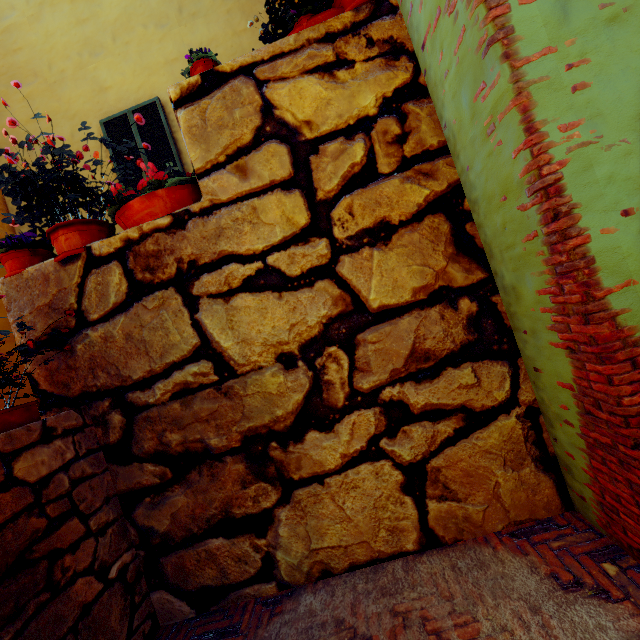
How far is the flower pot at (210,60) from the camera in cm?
266

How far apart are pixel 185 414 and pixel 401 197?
2.5 meters

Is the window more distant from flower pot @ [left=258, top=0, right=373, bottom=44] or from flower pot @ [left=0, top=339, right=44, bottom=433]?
flower pot @ [left=0, top=339, right=44, bottom=433]

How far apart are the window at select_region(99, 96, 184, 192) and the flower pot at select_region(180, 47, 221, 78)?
2.7 meters

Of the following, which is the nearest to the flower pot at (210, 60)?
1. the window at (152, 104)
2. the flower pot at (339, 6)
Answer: the flower pot at (339, 6)

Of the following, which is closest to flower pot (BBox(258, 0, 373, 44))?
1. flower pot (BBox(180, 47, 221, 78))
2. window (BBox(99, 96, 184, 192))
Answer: flower pot (BBox(180, 47, 221, 78))

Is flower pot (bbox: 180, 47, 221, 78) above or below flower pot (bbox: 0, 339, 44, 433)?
above
